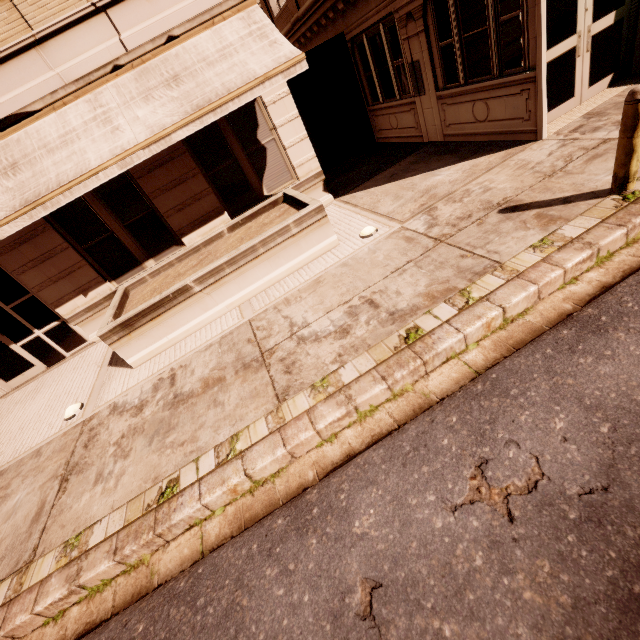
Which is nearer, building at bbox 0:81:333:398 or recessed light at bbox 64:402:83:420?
recessed light at bbox 64:402:83:420

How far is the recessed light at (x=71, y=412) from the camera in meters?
6.1 m

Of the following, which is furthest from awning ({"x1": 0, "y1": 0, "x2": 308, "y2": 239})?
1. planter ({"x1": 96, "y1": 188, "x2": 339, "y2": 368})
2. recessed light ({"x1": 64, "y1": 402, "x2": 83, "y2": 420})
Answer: recessed light ({"x1": 64, "y1": 402, "x2": 83, "y2": 420})

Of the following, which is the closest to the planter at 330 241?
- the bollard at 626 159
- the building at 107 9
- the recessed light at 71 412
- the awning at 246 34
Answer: the building at 107 9

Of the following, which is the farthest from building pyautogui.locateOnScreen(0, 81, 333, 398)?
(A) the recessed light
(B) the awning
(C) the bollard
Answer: (C) the bollard

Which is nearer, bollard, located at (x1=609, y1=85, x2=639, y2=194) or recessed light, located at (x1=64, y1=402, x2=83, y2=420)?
bollard, located at (x1=609, y1=85, x2=639, y2=194)

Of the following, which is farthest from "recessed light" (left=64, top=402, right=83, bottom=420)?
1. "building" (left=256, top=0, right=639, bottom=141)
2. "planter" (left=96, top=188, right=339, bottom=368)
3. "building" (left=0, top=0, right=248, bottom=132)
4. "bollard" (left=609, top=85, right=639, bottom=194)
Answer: "building" (left=256, top=0, right=639, bottom=141)

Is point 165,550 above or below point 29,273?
below
